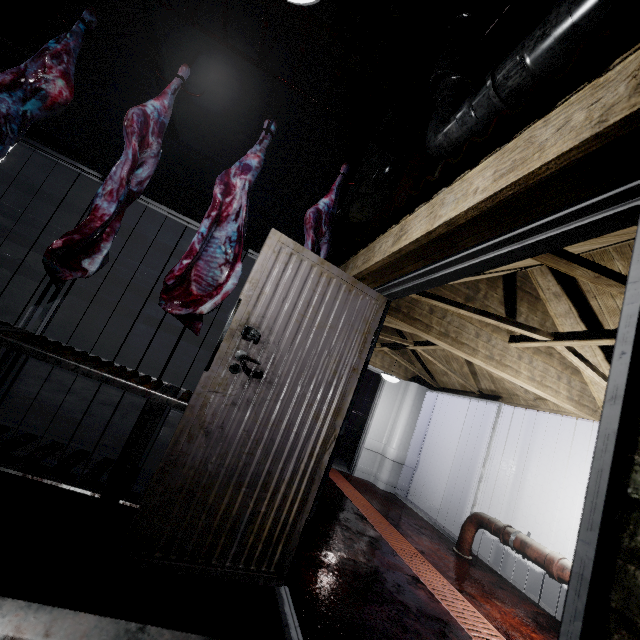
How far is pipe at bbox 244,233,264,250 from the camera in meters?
5.7 m

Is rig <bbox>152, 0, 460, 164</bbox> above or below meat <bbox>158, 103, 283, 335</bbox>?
above

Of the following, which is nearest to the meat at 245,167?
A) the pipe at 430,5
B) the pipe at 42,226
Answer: the pipe at 430,5

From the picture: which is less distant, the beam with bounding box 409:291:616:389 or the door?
the door

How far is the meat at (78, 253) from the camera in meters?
1.9

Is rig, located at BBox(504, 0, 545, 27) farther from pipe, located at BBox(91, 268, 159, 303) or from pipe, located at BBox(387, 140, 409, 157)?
pipe, located at BBox(91, 268, 159, 303)

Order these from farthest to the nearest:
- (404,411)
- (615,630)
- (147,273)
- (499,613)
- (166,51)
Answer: (404,411) < (147,273) < (166,51) < (499,613) < (615,630)

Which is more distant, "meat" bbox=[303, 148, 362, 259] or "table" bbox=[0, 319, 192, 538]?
"meat" bbox=[303, 148, 362, 259]
